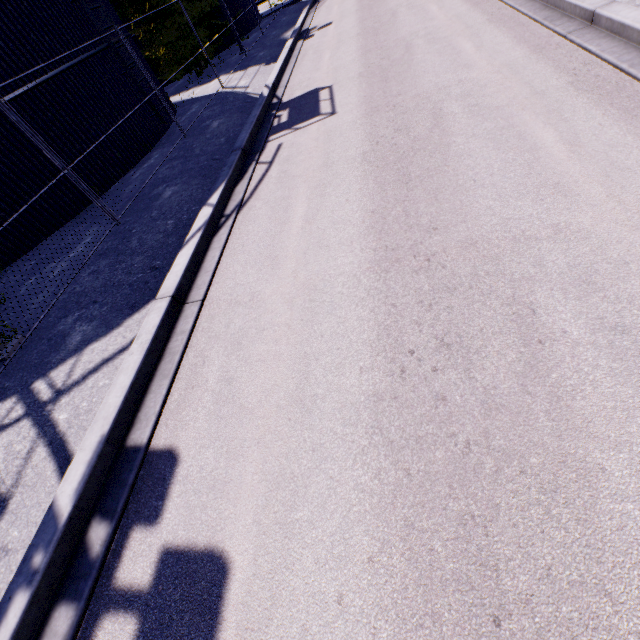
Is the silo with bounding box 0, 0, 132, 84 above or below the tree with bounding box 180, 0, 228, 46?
above

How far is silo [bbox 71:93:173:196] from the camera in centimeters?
1036cm

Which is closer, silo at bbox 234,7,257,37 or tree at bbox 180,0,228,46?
tree at bbox 180,0,228,46

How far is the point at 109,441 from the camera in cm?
361

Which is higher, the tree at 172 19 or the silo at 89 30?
the silo at 89 30

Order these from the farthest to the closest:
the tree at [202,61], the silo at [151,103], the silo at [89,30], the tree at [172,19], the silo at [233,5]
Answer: A:
1. the silo at [233,5]
2. the tree at [202,61]
3. the tree at [172,19]
4. the silo at [151,103]
5. the silo at [89,30]
